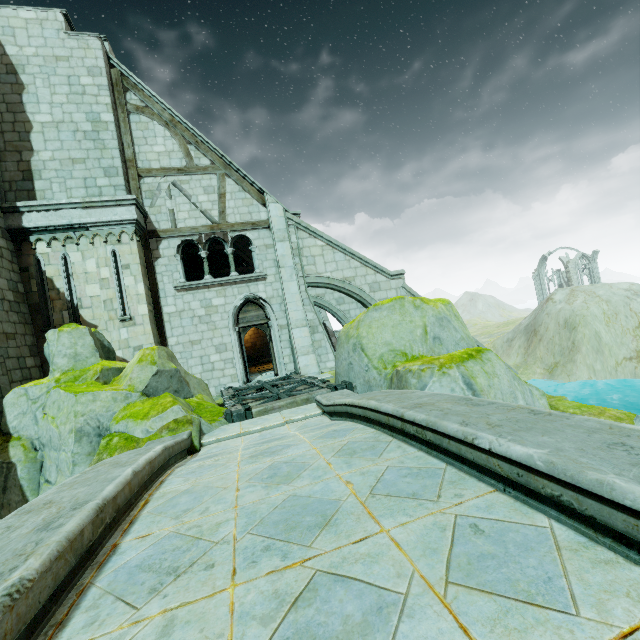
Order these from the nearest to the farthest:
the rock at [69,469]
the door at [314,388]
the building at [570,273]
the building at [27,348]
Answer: the rock at [69,469] < the door at [314,388] < the building at [27,348] < the building at [570,273]

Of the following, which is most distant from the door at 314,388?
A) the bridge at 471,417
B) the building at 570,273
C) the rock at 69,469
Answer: the building at 570,273

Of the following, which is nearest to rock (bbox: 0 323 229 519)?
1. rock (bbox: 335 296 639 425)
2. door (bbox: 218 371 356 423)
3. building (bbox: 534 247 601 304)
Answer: door (bbox: 218 371 356 423)

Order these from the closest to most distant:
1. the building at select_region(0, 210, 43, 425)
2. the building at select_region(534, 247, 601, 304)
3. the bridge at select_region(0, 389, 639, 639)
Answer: the bridge at select_region(0, 389, 639, 639) < the building at select_region(0, 210, 43, 425) < the building at select_region(534, 247, 601, 304)

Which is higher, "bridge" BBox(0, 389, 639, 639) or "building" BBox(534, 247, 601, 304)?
"building" BBox(534, 247, 601, 304)

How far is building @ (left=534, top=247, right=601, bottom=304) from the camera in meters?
54.2 m

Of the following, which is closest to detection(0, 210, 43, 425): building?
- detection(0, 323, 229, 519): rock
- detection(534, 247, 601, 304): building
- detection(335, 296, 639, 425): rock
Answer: detection(0, 323, 229, 519): rock

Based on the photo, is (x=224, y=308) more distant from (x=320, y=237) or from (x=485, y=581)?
(x=485, y=581)
